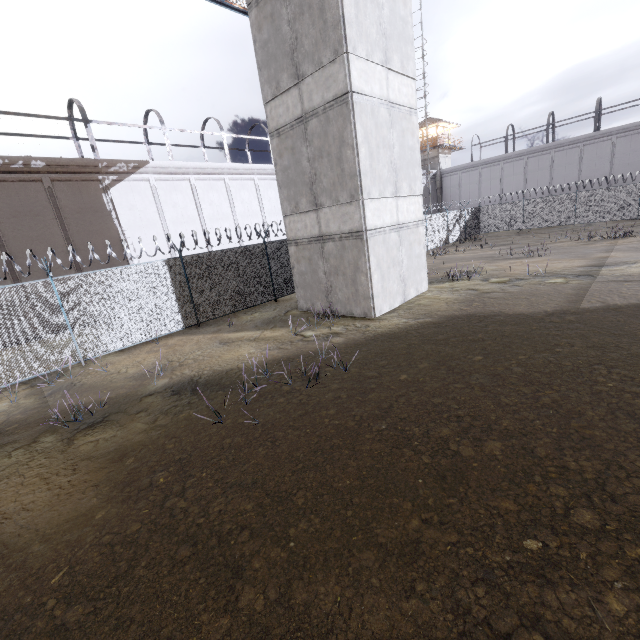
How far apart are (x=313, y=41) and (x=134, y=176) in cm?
1351

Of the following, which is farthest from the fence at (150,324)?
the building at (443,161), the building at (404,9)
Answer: the building at (443,161)

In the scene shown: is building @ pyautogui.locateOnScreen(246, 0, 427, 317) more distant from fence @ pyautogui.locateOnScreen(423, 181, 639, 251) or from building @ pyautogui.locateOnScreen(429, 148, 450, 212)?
building @ pyautogui.locateOnScreen(429, 148, 450, 212)

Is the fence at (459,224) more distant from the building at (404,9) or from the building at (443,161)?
the building at (443,161)

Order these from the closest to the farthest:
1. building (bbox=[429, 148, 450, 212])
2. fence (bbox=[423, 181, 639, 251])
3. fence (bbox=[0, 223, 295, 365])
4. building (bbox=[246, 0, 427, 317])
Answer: building (bbox=[246, 0, 427, 317])
fence (bbox=[0, 223, 295, 365])
fence (bbox=[423, 181, 639, 251])
building (bbox=[429, 148, 450, 212])
